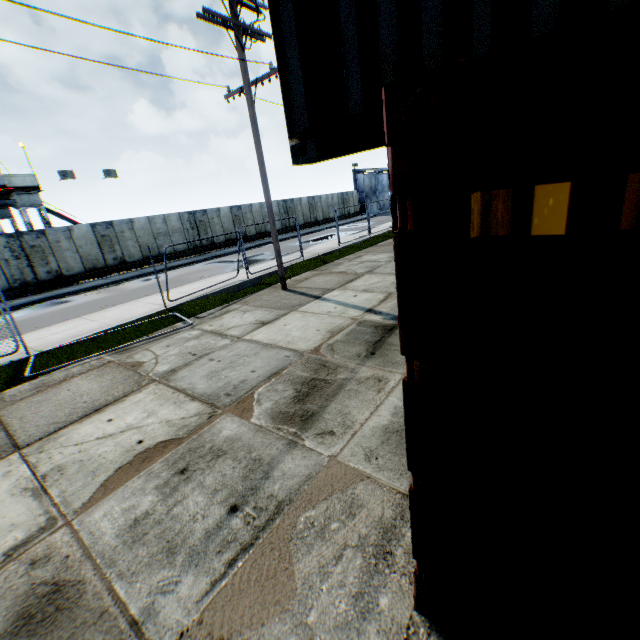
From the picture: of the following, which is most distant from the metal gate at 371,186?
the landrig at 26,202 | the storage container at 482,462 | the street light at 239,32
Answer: the storage container at 482,462

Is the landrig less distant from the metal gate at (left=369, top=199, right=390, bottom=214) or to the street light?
the street light

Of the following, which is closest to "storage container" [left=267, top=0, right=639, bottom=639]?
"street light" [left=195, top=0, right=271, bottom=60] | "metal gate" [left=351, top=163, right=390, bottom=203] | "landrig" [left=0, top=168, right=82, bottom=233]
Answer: "street light" [left=195, top=0, right=271, bottom=60]

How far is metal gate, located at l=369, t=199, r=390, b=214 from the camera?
47.5 meters

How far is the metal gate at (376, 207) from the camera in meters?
47.5

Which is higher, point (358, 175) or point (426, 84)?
point (358, 175)

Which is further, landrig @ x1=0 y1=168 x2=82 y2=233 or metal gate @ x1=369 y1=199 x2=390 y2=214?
metal gate @ x1=369 y1=199 x2=390 y2=214

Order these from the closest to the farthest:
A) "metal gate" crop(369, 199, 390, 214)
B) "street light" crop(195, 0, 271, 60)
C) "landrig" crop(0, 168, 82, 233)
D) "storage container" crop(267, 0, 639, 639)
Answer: "storage container" crop(267, 0, 639, 639) < "street light" crop(195, 0, 271, 60) < "landrig" crop(0, 168, 82, 233) < "metal gate" crop(369, 199, 390, 214)
